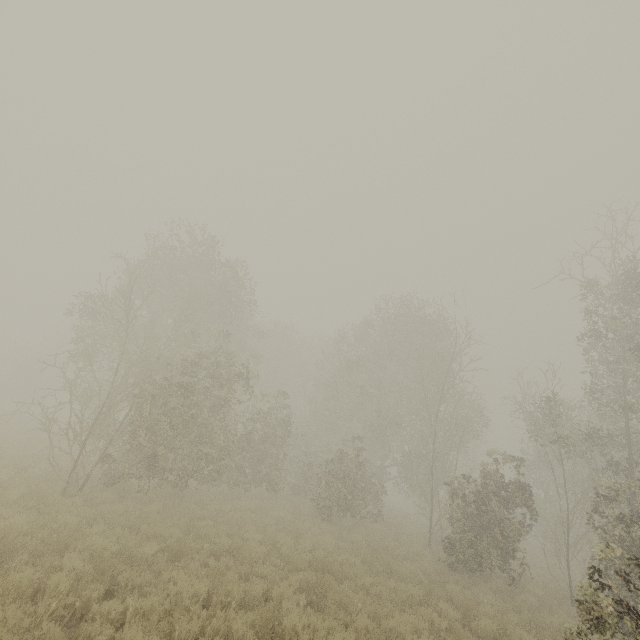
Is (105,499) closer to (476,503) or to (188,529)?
(188,529)
